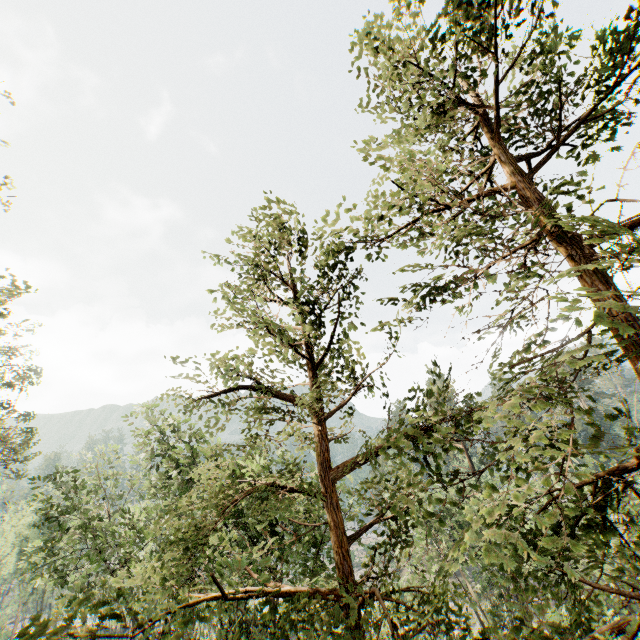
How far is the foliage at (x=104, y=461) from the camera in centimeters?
2720cm

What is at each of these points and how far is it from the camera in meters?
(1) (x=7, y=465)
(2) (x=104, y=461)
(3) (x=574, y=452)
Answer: (1) foliage, 25.3 m
(2) foliage, 30.6 m
(3) foliage, 4.0 m

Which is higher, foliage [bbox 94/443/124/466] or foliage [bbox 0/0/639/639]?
foliage [bbox 94/443/124/466]

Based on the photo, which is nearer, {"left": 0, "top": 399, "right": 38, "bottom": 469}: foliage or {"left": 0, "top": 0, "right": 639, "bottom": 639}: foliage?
{"left": 0, "top": 0, "right": 639, "bottom": 639}: foliage

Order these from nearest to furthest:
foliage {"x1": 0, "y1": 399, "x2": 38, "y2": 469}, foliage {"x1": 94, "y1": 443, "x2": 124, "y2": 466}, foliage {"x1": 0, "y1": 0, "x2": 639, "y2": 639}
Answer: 1. foliage {"x1": 0, "y1": 0, "x2": 639, "y2": 639}
2. foliage {"x1": 0, "y1": 399, "x2": 38, "y2": 469}
3. foliage {"x1": 94, "y1": 443, "x2": 124, "y2": 466}

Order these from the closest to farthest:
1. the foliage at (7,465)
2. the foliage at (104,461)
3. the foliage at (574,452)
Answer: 1. the foliage at (574,452)
2. the foliage at (7,465)
3. the foliage at (104,461)

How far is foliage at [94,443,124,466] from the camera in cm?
2720
